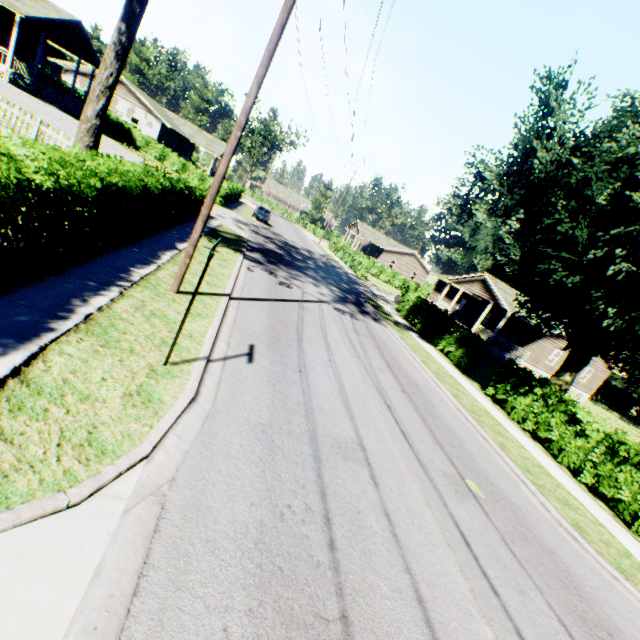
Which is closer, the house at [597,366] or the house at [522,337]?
the house at [522,337]

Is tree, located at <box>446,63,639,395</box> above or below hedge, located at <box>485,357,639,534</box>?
above

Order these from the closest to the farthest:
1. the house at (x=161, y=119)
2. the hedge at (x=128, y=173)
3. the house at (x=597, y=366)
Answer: the hedge at (x=128, y=173)
the house at (x=597, y=366)
the house at (x=161, y=119)

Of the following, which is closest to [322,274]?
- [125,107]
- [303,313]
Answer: [303,313]

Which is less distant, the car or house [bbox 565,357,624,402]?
house [bbox 565,357,624,402]

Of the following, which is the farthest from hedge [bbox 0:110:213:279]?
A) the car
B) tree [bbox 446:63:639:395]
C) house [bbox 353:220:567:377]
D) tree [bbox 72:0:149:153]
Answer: the car

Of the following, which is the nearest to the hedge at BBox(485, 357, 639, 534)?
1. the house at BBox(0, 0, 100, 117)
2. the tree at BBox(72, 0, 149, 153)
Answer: the tree at BBox(72, 0, 149, 153)

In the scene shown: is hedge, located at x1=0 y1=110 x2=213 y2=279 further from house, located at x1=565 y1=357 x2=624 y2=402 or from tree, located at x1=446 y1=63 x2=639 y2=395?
house, located at x1=565 y1=357 x2=624 y2=402
